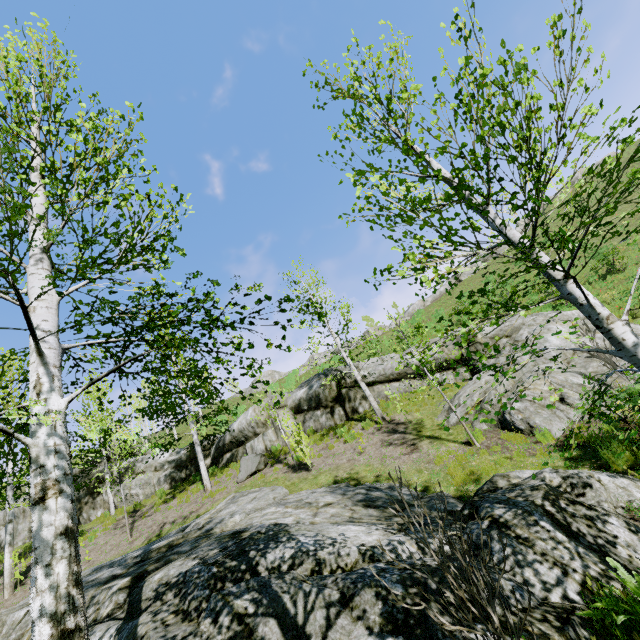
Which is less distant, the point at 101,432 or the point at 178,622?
the point at 178,622

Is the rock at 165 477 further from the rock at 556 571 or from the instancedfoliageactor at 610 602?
the instancedfoliageactor at 610 602

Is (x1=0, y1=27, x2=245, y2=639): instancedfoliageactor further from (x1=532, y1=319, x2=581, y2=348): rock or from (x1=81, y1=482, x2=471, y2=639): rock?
(x1=532, y1=319, x2=581, y2=348): rock

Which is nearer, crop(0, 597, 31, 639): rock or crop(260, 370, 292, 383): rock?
crop(0, 597, 31, 639): rock

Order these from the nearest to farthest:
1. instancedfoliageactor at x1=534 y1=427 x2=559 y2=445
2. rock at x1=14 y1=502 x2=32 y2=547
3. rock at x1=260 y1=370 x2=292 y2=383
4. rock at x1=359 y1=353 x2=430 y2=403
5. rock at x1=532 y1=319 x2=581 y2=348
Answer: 1. instancedfoliageactor at x1=534 y1=427 x2=559 y2=445
2. rock at x1=532 y1=319 x2=581 y2=348
3. rock at x1=359 y1=353 x2=430 y2=403
4. rock at x1=14 y1=502 x2=32 y2=547
5. rock at x1=260 y1=370 x2=292 y2=383

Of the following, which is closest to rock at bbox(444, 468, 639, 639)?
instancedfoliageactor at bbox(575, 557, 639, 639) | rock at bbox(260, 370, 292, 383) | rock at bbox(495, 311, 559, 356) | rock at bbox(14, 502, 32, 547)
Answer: instancedfoliageactor at bbox(575, 557, 639, 639)

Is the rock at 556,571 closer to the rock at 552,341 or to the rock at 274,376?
the rock at 552,341

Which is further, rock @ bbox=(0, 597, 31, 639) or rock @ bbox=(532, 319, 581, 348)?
rock @ bbox=(532, 319, 581, 348)
